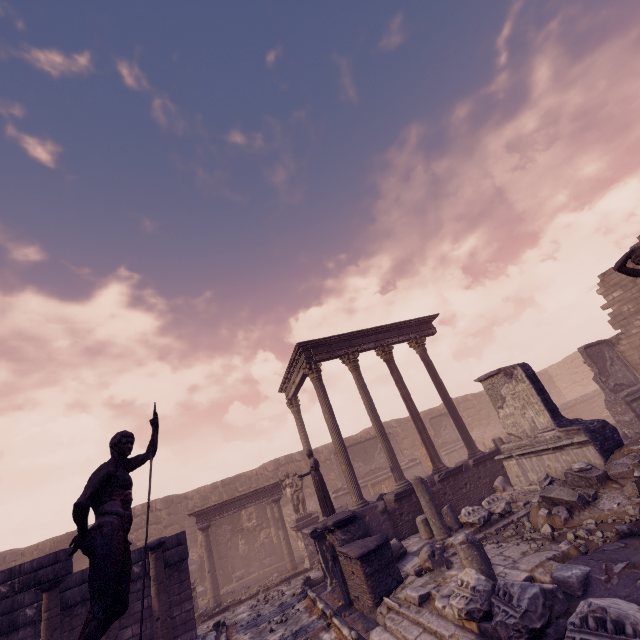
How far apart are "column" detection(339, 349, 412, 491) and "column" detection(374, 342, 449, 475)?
1.0m

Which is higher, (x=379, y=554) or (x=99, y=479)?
(x=99, y=479)

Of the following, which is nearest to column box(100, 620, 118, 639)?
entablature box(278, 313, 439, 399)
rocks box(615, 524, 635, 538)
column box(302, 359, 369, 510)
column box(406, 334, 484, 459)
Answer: column box(302, 359, 369, 510)

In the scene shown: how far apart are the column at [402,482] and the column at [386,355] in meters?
1.0

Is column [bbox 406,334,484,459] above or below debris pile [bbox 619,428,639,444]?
above

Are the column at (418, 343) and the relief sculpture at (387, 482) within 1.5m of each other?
no

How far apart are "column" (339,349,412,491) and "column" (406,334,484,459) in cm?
286

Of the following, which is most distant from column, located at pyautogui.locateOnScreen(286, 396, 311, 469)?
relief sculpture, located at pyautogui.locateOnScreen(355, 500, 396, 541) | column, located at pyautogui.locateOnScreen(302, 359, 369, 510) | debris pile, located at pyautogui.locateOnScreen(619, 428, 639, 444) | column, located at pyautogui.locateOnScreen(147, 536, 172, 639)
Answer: debris pile, located at pyautogui.locateOnScreen(619, 428, 639, 444)
